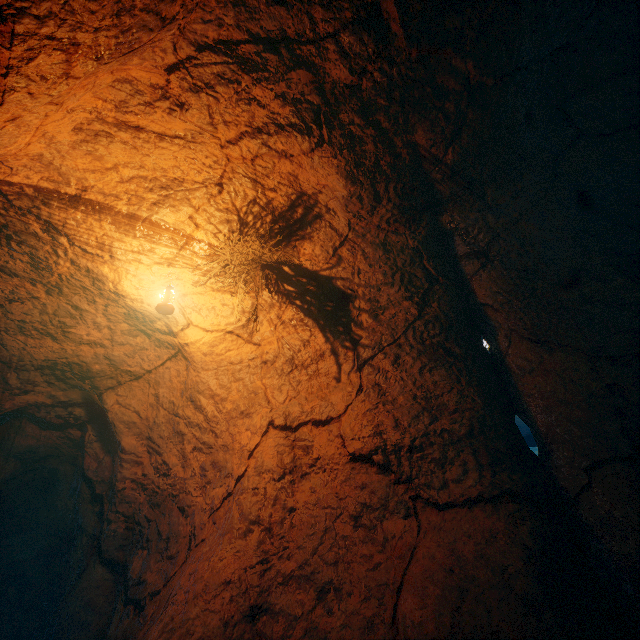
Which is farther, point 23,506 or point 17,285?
point 23,506
